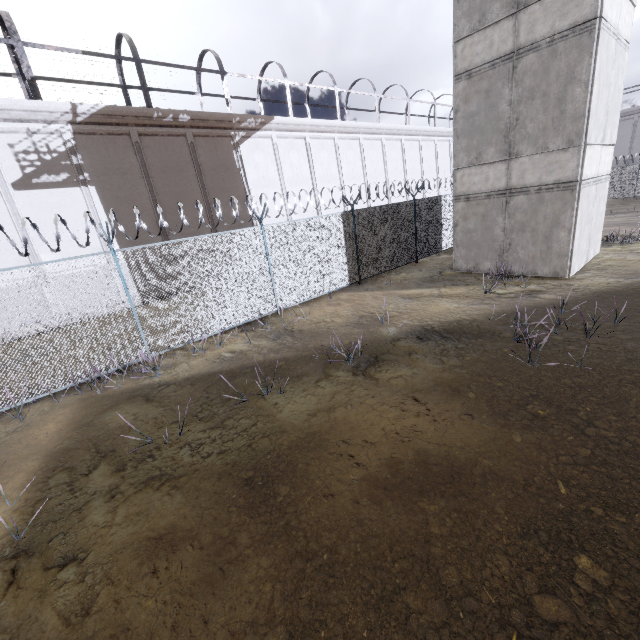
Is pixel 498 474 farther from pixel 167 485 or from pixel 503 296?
pixel 503 296

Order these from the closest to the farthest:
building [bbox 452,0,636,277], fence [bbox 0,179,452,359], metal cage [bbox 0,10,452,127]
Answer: fence [bbox 0,179,452,359] → building [bbox 452,0,636,277] → metal cage [bbox 0,10,452,127]

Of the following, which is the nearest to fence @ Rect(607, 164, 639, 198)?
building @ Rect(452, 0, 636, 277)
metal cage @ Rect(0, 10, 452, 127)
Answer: building @ Rect(452, 0, 636, 277)

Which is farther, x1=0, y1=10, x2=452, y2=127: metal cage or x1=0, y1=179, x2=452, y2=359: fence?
x1=0, y1=10, x2=452, y2=127: metal cage

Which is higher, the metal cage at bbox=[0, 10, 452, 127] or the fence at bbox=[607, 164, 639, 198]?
the metal cage at bbox=[0, 10, 452, 127]

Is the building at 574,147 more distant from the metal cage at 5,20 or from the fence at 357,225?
the metal cage at 5,20

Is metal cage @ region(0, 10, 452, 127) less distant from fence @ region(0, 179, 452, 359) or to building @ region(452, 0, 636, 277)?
fence @ region(0, 179, 452, 359)

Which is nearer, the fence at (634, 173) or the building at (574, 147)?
the building at (574, 147)
